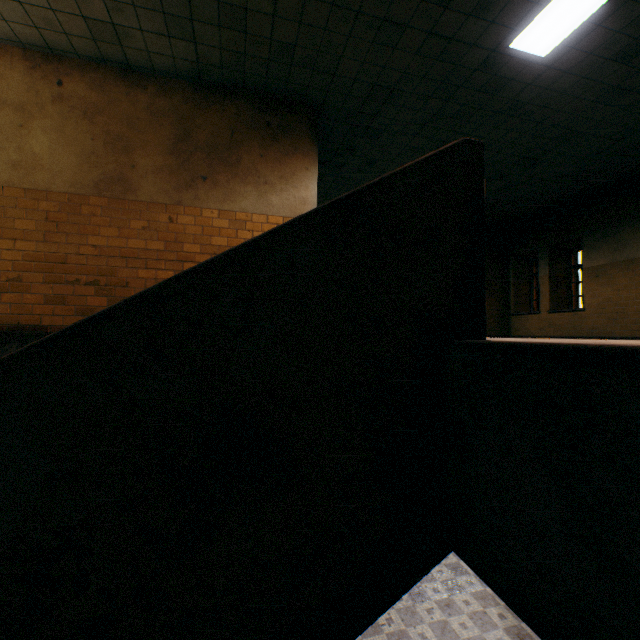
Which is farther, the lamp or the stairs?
the lamp

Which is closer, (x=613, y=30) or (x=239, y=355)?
(x=239, y=355)

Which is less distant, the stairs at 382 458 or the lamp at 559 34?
the stairs at 382 458

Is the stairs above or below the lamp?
below

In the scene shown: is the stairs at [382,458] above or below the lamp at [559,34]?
below
